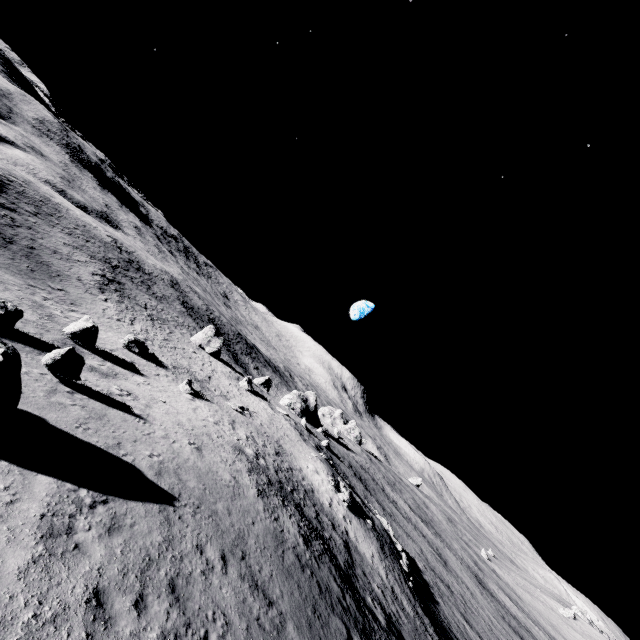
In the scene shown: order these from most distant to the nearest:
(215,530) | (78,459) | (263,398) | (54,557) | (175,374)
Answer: (263,398) < (175,374) < (215,530) < (78,459) < (54,557)

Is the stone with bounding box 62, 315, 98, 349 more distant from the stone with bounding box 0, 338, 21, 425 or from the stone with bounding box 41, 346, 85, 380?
the stone with bounding box 0, 338, 21, 425

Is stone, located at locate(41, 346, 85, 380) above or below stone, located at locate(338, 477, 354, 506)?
below

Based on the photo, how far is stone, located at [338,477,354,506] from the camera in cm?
3162

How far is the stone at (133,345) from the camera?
32.4m

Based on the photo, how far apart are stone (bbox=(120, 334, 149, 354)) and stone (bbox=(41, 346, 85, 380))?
17.3 meters

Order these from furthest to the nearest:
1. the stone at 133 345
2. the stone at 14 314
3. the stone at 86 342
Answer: the stone at 133 345 < the stone at 86 342 < the stone at 14 314

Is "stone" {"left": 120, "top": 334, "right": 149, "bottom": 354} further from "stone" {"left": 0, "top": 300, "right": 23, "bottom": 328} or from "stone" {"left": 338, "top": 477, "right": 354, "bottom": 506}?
"stone" {"left": 338, "top": 477, "right": 354, "bottom": 506}
